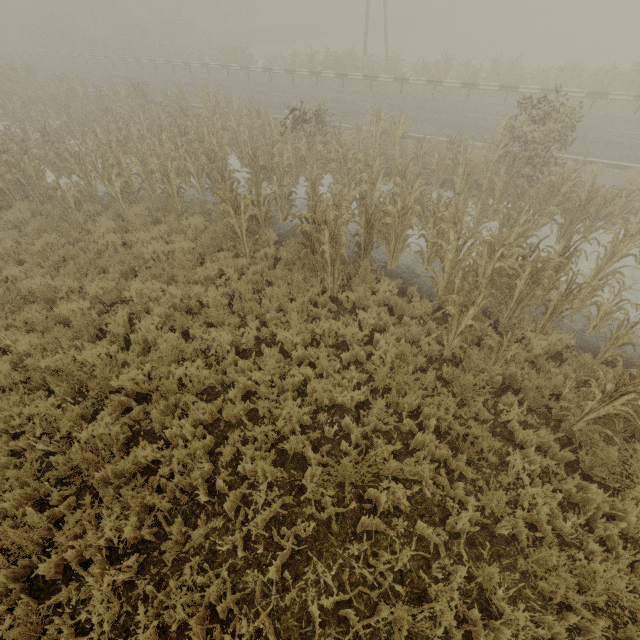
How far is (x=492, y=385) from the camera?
5.6 meters

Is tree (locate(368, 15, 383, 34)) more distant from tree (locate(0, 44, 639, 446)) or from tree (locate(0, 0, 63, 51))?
tree (locate(0, 44, 639, 446))

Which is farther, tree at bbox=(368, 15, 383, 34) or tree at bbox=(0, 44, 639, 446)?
tree at bbox=(368, 15, 383, 34)

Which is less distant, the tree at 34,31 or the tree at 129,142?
the tree at 129,142

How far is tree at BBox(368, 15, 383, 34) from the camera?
48.6 meters

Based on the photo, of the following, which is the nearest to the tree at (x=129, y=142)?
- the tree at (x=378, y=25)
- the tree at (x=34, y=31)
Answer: the tree at (x=378, y=25)

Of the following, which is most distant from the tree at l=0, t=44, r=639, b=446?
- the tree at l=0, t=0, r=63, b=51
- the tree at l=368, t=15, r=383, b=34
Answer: the tree at l=0, t=0, r=63, b=51
